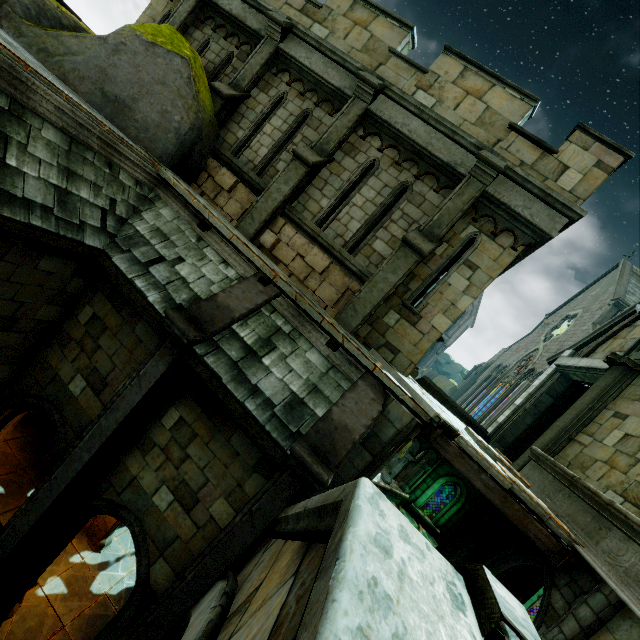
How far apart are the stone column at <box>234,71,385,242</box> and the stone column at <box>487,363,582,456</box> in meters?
10.7

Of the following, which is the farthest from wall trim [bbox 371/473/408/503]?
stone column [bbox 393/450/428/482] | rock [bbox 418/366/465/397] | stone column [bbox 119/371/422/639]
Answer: rock [bbox 418/366/465/397]

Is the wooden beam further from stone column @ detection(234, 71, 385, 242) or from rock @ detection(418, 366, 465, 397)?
rock @ detection(418, 366, 465, 397)

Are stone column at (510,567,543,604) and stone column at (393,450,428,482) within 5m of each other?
yes

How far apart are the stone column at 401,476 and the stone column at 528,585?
3.8 meters

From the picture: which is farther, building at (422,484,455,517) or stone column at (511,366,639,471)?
building at (422,484,455,517)

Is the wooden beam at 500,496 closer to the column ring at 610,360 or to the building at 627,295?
the column ring at 610,360

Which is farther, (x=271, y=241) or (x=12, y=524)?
(x=271, y=241)
